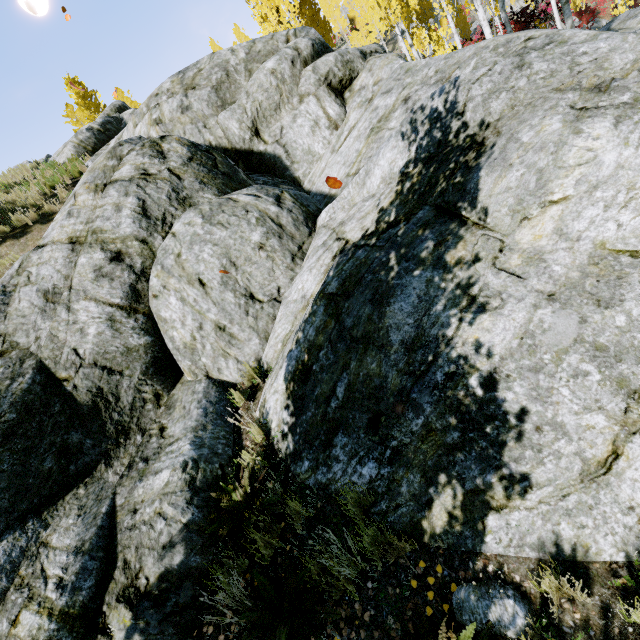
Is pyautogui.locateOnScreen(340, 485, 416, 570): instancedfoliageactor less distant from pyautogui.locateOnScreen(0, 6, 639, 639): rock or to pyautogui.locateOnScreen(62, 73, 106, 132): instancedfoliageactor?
pyautogui.locateOnScreen(0, 6, 639, 639): rock

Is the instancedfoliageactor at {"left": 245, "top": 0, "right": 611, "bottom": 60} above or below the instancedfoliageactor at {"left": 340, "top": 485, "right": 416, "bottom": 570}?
above

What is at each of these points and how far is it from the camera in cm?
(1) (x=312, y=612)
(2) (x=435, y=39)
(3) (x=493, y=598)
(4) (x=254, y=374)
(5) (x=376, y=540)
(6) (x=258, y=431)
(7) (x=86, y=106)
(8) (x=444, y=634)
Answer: (1) instancedfoliageactor, 278
(2) instancedfoliageactor, 1412
(3) rock, 230
(4) instancedfoliageactor, 509
(5) instancedfoliageactor, 290
(6) instancedfoliageactor, 442
(7) instancedfoliageactor, 3112
(8) instancedfoliageactor, 214

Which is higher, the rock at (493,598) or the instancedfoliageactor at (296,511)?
the instancedfoliageactor at (296,511)

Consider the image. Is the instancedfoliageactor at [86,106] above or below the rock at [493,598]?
above

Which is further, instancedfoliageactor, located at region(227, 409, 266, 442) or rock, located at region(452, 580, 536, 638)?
instancedfoliageactor, located at region(227, 409, 266, 442)

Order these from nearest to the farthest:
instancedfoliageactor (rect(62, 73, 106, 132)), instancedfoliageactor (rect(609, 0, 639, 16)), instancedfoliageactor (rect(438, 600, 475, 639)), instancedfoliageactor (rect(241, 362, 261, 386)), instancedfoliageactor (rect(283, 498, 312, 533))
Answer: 1. instancedfoliageactor (rect(438, 600, 475, 639))
2. instancedfoliageactor (rect(283, 498, 312, 533))
3. instancedfoliageactor (rect(241, 362, 261, 386))
4. instancedfoliageactor (rect(609, 0, 639, 16))
5. instancedfoliageactor (rect(62, 73, 106, 132))

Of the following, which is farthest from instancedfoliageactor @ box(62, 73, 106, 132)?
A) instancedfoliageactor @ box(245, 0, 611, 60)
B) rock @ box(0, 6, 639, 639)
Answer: rock @ box(0, 6, 639, 639)
